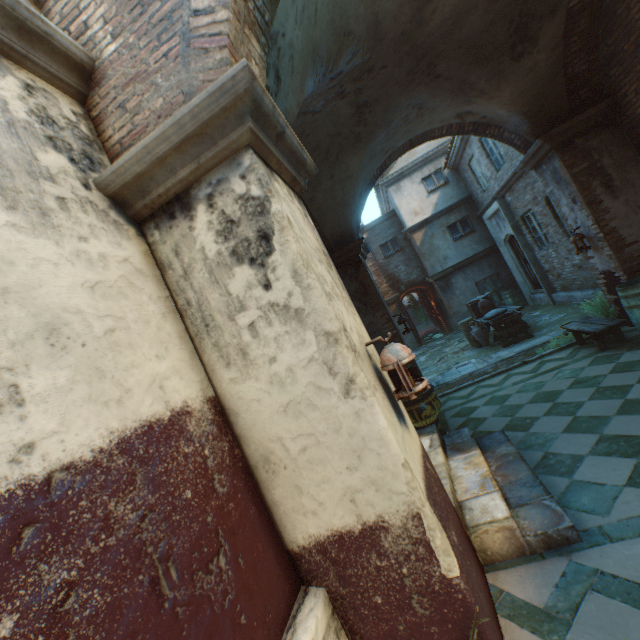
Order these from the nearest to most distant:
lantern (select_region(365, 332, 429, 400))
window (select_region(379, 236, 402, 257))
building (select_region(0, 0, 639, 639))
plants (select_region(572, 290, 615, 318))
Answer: building (select_region(0, 0, 639, 639)) < lantern (select_region(365, 332, 429, 400)) < plants (select_region(572, 290, 615, 318)) < window (select_region(379, 236, 402, 257))

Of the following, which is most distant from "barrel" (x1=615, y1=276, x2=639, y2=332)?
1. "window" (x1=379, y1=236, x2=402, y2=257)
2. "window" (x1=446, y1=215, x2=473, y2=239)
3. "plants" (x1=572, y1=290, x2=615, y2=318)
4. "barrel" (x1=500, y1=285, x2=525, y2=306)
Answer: "window" (x1=379, y1=236, x2=402, y2=257)

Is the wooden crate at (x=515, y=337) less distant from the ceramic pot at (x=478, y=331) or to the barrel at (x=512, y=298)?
the ceramic pot at (x=478, y=331)

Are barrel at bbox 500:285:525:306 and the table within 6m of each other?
no

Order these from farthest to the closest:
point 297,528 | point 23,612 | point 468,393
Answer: point 468,393 → point 297,528 → point 23,612

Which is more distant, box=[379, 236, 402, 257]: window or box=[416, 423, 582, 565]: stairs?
box=[379, 236, 402, 257]: window

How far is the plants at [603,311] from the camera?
6.6m

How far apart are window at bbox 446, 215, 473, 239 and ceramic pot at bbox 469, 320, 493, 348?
5.9m
